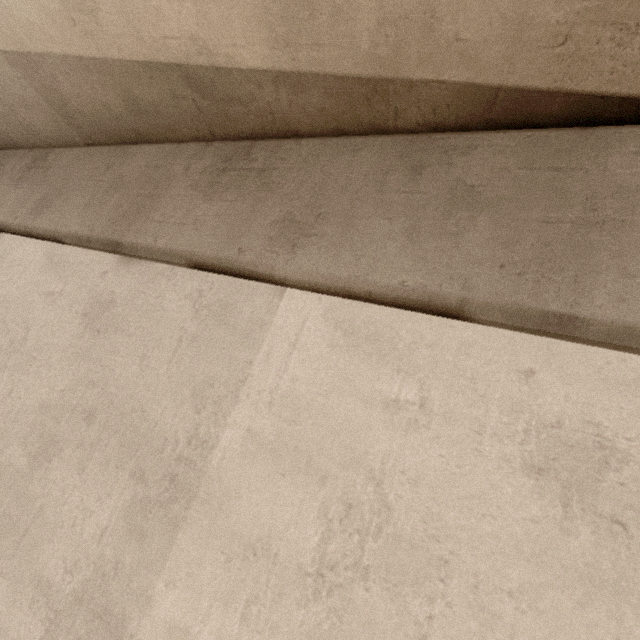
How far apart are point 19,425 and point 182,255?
1.35m
